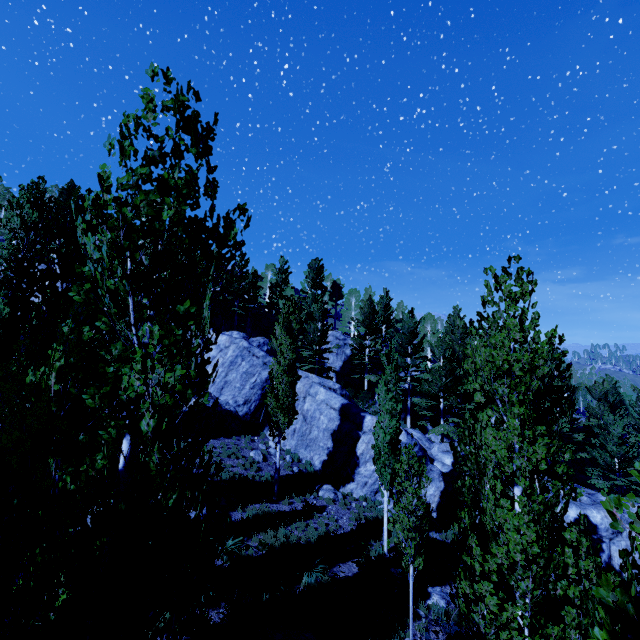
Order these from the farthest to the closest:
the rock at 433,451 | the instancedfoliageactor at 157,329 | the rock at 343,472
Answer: the rock at 343,472
the rock at 433,451
the instancedfoliageactor at 157,329

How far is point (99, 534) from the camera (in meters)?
2.27

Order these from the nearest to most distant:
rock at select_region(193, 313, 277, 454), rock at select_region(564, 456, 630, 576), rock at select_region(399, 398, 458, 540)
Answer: rock at select_region(564, 456, 630, 576) → rock at select_region(399, 398, 458, 540) → rock at select_region(193, 313, 277, 454)

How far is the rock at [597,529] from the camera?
16.4m

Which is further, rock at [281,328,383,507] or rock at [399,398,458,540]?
rock at [281,328,383,507]

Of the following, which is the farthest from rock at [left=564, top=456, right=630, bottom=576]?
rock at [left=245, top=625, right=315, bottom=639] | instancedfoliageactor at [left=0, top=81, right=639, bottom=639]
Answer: rock at [left=245, top=625, right=315, bottom=639]
